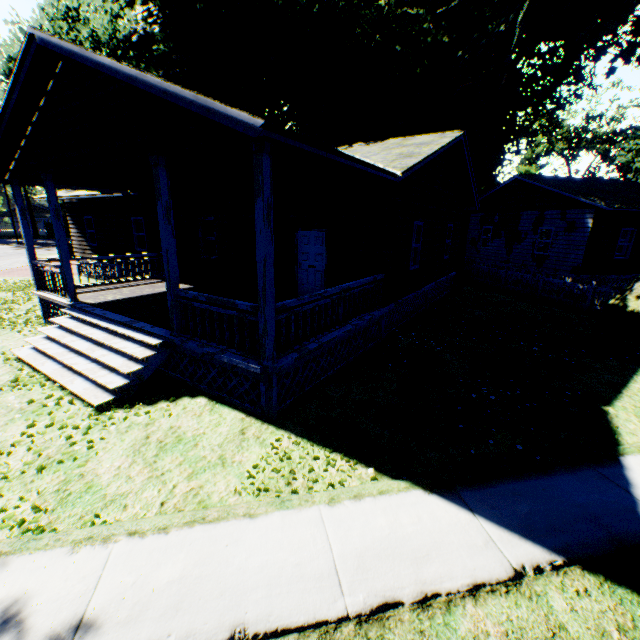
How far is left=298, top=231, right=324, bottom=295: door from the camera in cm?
1015

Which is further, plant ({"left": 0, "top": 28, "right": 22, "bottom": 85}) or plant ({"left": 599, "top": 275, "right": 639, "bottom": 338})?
plant ({"left": 0, "top": 28, "right": 22, "bottom": 85})

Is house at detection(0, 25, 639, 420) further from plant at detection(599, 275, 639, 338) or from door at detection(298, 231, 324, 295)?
plant at detection(599, 275, 639, 338)

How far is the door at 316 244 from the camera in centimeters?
1015cm

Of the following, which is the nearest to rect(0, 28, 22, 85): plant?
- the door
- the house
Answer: the house

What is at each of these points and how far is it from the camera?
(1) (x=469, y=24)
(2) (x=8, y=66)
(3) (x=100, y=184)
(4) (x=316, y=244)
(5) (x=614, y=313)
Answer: (1) plant, 13.6 meters
(2) plant, 17.9 meters
(3) house, 10.5 meters
(4) door, 10.2 meters
(5) plant, 11.5 meters

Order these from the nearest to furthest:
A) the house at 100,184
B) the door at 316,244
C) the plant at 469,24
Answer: the house at 100,184 → the door at 316,244 → the plant at 469,24
